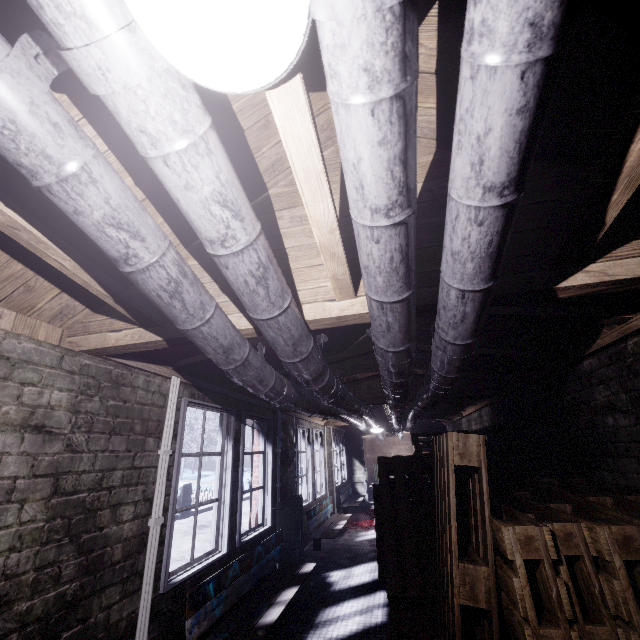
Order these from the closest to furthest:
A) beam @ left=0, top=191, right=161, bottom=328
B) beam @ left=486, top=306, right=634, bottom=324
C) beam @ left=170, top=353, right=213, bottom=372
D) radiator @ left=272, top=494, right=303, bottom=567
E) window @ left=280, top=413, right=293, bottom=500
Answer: beam @ left=0, top=191, right=161, bottom=328
beam @ left=486, top=306, right=634, bottom=324
beam @ left=170, top=353, right=213, bottom=372
radiator @ left=272, top=494, right=303, bottom=567
window @ left=280, top=413, right=293, bottom=500

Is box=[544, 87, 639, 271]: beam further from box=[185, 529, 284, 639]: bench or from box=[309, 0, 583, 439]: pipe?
box=[185, 529, 284, 639]: bench

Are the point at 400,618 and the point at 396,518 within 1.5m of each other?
yes

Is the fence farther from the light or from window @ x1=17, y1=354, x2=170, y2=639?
the light

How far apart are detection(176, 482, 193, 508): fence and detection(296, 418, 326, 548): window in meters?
4.0

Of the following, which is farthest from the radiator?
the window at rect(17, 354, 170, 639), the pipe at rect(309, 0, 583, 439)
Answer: the pipe at rect(309, 0, 583, 439)

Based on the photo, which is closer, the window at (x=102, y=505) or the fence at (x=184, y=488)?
the window at (x=102, y=505)

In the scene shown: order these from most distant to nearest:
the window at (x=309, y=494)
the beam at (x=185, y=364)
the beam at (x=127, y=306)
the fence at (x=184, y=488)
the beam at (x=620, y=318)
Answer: the fence at (x=184, y=488)
the window at (x=309, y=494)
the beam at (x=185, y=364)
the beam at (x=620, y=318)
the beam at (x=127, y=306)
